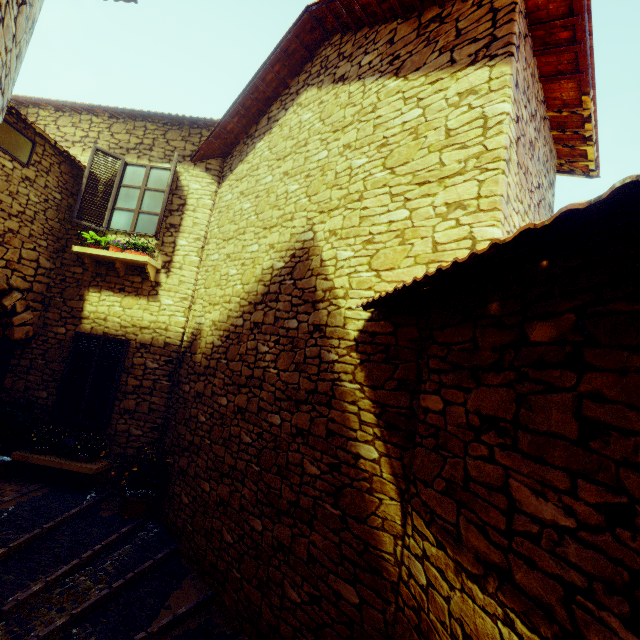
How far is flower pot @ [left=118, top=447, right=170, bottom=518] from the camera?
5.2 meters

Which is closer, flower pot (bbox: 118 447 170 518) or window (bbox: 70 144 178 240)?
flower pot (bbox: 118 447 170 518)

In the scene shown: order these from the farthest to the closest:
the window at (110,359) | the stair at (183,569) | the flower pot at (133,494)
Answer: the window at (110,359) → the flower pot at (133,494) → the stair at (183,569)

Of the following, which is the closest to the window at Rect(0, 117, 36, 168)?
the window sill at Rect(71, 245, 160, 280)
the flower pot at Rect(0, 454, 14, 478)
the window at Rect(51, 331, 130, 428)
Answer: the window sill at Rect(71, 245, 160, 280)

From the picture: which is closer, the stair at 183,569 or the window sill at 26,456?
the stair at 183,569

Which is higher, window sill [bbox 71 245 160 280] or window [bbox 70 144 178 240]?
A: window [bbox 70 144 178 240]

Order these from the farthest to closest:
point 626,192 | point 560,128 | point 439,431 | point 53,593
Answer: point 560,128, point 53,593, point 439,431, point 626,192

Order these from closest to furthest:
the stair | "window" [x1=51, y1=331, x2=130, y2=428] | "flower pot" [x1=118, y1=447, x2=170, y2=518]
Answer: the stair, "flower pot" [x1=118, y1=447, x2=170, y2=518], "window" [x1=51, y1=331, x2=130, y2=428]
